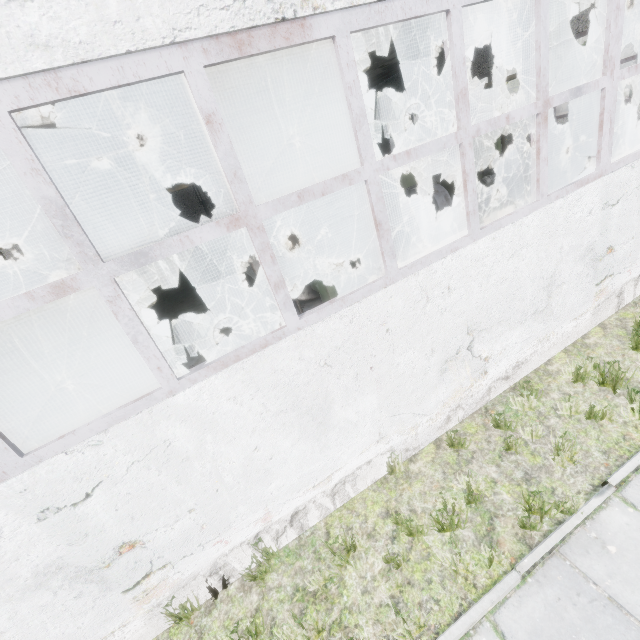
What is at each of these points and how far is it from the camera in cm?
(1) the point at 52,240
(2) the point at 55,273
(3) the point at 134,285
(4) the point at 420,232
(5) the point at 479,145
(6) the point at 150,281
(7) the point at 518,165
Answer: (1) pipe, 1300
(2) boiler tank, 927
(3) boiler tank, 1417
(4) fan motor, 1241
(5) boiler box, 1364
(6) pipe, 1753
(7) fan motor, 1296

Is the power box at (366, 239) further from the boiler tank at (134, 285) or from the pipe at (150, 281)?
the pipe at (150, 281)

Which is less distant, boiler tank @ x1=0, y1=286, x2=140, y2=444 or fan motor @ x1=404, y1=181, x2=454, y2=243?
boiler tank @ x1=0, y1=286, x2=140, y2=444

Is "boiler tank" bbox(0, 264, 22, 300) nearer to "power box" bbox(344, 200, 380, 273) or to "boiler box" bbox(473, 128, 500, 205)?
"power box" bbox(344, 200, 380, 273)

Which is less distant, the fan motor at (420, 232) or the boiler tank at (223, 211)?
the boiler tank at (223, 211)

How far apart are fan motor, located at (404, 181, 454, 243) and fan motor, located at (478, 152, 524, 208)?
2.4m

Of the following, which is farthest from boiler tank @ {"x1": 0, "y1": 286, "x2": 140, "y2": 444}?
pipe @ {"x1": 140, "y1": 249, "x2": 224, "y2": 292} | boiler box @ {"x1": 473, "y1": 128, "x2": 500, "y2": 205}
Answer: boiler box @ {"x1": 473, "y1": 128, "x2": 500, "y2": 205}

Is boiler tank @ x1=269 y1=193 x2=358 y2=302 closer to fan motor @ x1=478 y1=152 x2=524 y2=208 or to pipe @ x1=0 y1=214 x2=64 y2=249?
fan motor @ x1=478 y1=152 x2=524 y2=208
